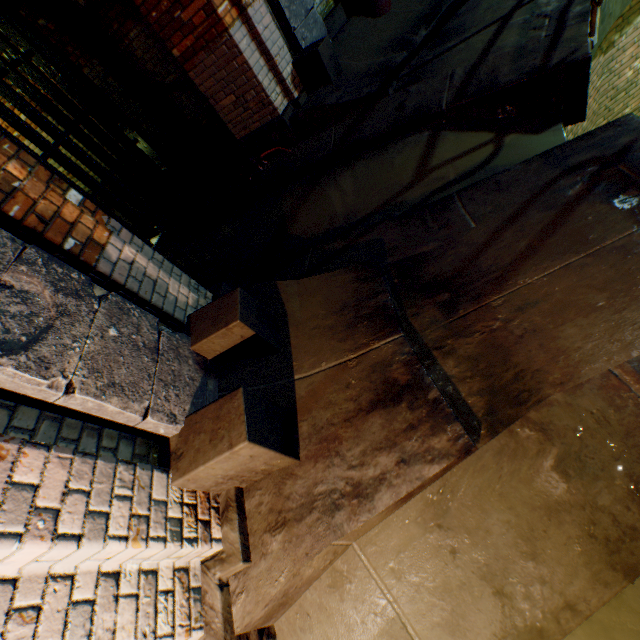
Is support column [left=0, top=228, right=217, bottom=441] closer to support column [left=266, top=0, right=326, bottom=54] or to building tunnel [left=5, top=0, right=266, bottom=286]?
support column [left=266, top=0, right=326, bottom=54]

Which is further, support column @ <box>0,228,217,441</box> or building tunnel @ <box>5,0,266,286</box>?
building tunnel @ <box>5,0,266,286</box>

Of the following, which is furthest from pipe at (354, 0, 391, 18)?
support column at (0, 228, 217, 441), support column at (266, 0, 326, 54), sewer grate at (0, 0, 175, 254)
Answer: support column at (0, 228, 217, 441)

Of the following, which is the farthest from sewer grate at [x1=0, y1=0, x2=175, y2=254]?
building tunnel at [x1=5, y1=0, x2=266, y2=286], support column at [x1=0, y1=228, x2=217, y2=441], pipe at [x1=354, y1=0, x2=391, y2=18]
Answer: pipe at [x1=354, y1=0, x2=391, y2=18]

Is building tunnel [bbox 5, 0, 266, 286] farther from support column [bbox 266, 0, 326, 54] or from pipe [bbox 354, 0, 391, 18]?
pipe [bbox 354, 0, 391, 18]

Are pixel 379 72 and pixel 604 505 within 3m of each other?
no

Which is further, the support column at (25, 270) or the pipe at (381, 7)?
the pipe at (381, 7)

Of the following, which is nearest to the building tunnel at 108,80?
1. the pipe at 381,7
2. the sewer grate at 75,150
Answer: the sewer grate at 75,150
